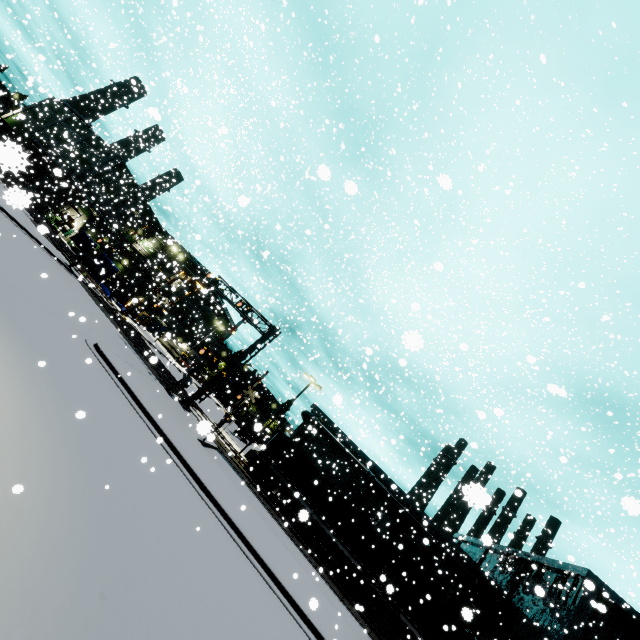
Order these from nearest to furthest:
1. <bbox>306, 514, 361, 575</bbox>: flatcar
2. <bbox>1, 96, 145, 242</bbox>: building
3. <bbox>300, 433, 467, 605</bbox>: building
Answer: <bbox>306, 514, 361, 575</bbox>: flatcar < <bbox>300, 433, 467, 605</bbox>: building < <bbox>1, 96, 145, 242</bbox>: building

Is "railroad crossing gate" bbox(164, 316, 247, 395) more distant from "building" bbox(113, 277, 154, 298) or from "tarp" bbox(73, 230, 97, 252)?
"tarp" bbox(73, 230, 97, 252)

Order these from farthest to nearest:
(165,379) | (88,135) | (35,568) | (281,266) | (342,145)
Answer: (88,135)
(281,266)
(165,379)
(342,145)
(35,568)

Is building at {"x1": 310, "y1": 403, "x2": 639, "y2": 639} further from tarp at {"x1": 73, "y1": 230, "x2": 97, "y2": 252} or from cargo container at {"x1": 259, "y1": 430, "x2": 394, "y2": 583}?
tarp at {"x1": 73, "y1": 230, "x2": 97, "y2": 252}

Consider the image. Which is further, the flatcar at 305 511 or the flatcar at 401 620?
the flatcar at 401 620

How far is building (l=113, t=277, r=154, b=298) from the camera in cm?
4950

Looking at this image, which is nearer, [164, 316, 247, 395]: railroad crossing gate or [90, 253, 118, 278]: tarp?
[164, 316, 247, 395]: railroad crossing gate

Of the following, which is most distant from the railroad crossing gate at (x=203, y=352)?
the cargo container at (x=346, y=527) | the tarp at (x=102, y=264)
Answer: the tarp at (x=102, y=264)
